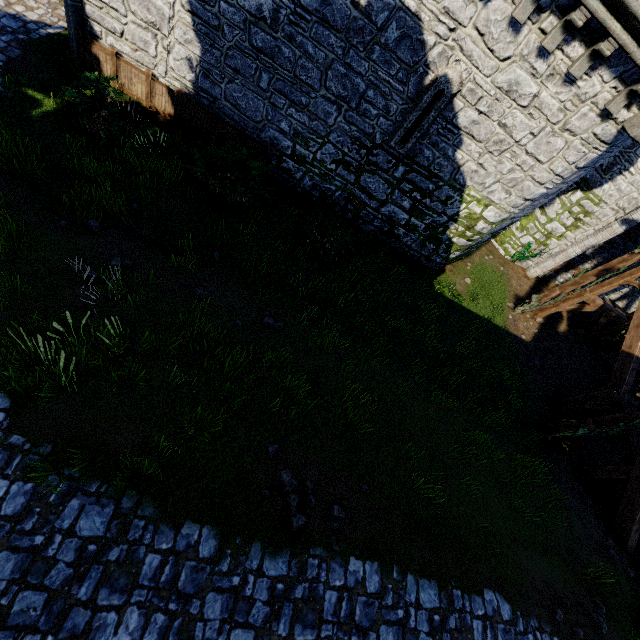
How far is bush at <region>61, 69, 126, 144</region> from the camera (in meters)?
8.66

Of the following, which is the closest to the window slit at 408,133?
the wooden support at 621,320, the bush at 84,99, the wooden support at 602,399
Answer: the bush at 84,99

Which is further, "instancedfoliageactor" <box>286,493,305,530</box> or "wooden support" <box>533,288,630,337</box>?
"wooden support" <box>533,288,630,337</box>

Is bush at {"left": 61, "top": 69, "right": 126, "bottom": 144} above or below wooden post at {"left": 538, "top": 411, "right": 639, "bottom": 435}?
below

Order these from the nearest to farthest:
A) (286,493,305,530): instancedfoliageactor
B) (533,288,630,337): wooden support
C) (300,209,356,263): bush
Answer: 1. (286,493,305,530): instancedfoliageactor
2. (300,209,356,263): bush
3. (533,288,630,337): wooden support

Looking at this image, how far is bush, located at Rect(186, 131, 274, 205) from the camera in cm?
961

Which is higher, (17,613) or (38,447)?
(17,613)

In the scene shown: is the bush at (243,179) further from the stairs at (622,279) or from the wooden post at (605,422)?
the stairs at (622,279)
